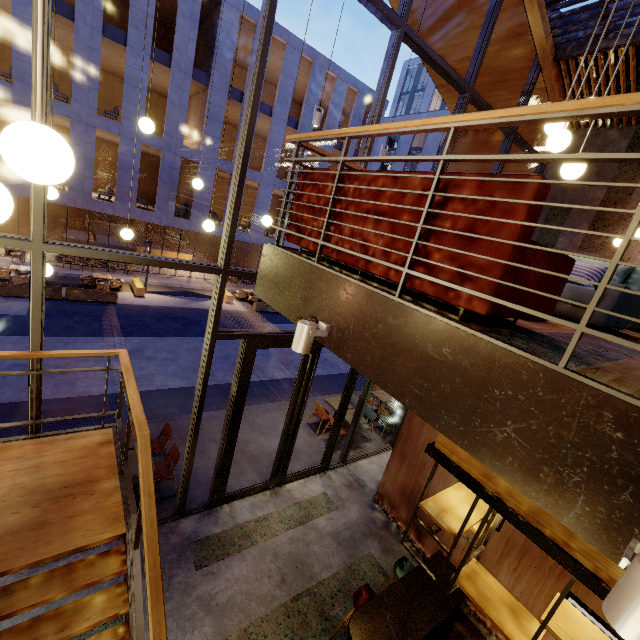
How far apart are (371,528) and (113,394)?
7.7 meters

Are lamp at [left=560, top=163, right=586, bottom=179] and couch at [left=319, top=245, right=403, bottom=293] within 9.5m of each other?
yes

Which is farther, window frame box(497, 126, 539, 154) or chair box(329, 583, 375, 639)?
window frame box(497, 126, 539, 154)

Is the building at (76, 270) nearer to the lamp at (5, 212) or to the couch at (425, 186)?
the couch at (425, 186)

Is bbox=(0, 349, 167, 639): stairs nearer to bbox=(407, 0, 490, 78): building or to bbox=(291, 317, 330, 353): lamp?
bbox=(407, 0, 490, 78): building

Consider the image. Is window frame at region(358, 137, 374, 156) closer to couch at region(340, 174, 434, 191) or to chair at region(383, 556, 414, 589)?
couch at region(340, 174, 434, 191)

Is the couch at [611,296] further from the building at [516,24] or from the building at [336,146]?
the building at [336,146]

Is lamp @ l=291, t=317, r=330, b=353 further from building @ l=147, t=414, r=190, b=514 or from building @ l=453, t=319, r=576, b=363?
building @ l=147, t=414, r=190, b=514
